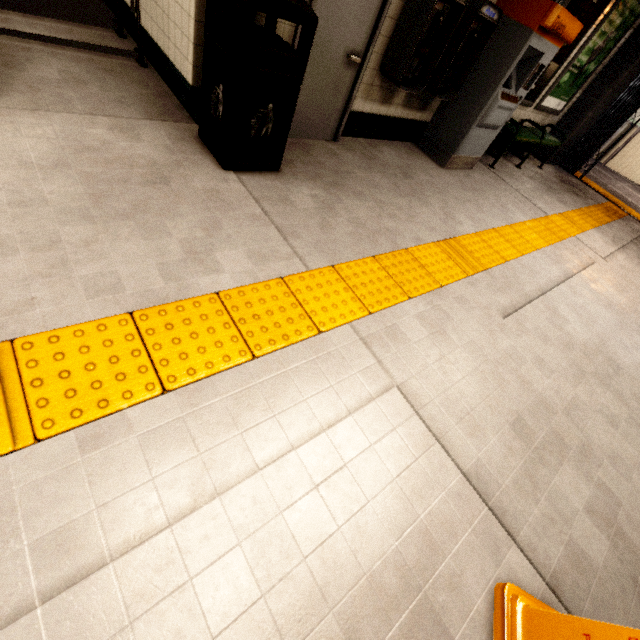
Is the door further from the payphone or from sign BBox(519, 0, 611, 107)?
sign BBox(519, 0, 611, 107)

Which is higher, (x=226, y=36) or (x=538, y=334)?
(x=226, y=36)

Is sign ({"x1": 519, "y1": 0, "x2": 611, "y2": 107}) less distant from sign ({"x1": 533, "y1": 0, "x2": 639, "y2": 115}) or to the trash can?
sign ({"x1": 533, "y1": 0, "x2": 639, "y2": 115})

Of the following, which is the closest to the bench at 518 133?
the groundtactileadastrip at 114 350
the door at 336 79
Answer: the groundtactileadastrip at 114 350

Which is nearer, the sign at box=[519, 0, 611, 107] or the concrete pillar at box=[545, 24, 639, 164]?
the sign at box=[519, 0, 611, 107]

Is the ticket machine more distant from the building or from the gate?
the gate

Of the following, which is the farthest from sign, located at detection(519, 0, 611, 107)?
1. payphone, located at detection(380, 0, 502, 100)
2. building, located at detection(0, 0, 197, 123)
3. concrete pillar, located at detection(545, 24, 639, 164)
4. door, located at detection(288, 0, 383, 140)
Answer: building, located at detection(0, 0, 197, 123)

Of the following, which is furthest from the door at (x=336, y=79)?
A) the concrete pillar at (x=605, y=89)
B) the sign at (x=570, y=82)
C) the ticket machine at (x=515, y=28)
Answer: the concrete pillar at (x=605, y=89)
